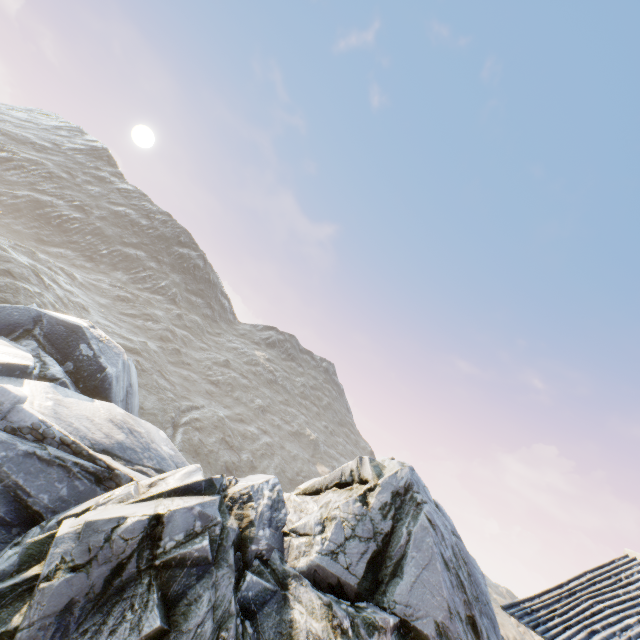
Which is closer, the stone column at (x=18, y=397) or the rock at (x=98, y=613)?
the rock at (x=98, y=613)

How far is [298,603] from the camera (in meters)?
5.99

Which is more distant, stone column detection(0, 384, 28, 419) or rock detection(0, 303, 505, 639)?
stone column detection(0, 384, 28, 419)
